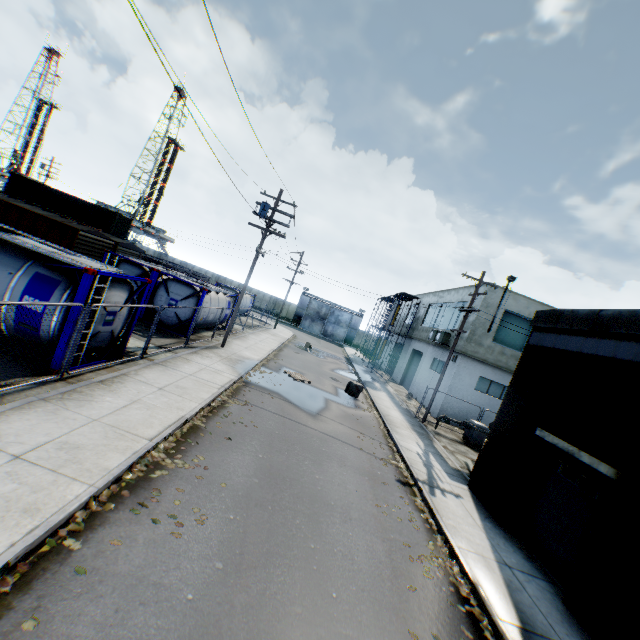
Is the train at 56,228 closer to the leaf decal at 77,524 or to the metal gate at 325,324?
the leaf decal at 77,524

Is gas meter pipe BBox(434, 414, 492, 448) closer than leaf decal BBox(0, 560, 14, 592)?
No

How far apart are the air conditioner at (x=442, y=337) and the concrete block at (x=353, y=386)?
7.32m

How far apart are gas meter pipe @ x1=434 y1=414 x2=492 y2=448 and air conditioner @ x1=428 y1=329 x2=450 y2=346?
5.8m

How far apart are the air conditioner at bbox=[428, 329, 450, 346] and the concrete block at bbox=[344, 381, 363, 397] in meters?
7.3 m

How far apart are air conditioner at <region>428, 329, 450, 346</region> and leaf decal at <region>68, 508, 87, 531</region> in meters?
22.5 m

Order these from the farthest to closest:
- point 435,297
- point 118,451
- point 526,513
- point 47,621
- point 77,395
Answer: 1. point 435,297
2. point 526,513
3. point 77,395
4. point 118,451
5. point 47,621

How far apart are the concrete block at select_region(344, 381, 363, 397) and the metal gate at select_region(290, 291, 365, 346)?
35.41m
